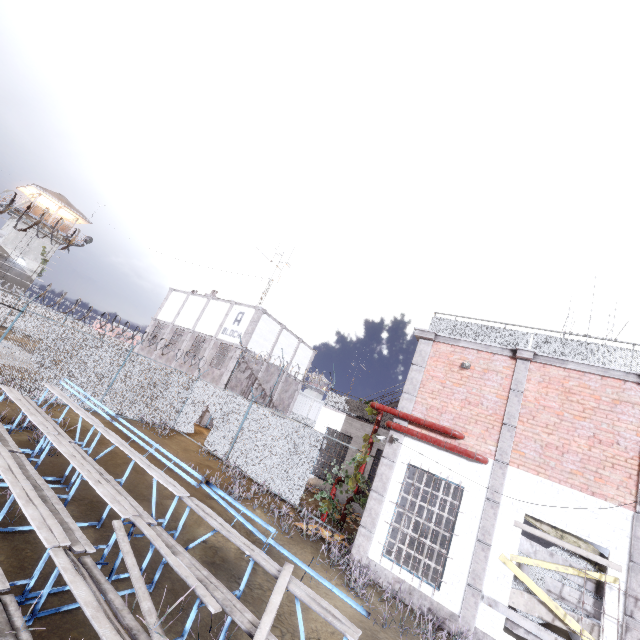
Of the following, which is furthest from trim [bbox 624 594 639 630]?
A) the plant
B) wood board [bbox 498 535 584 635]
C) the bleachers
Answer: the bleachers

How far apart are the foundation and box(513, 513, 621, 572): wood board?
2.5m

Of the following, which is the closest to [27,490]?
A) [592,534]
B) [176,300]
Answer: [592,534]

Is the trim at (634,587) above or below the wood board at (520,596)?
above

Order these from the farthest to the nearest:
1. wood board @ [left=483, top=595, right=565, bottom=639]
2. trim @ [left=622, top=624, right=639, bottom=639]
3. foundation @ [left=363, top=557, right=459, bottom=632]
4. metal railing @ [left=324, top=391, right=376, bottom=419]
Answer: metal railing @ [left=324, top=391, right=376, bottom=419]
foundation @ [left=363, top=557, right=459, bottom=632]
wood board @ [left=483, top=595, right=565, bottom=639]
trim @ [left=622, top=624, right=639, bottom=639]

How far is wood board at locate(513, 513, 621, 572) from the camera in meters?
7.0

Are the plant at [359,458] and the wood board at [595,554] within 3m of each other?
no

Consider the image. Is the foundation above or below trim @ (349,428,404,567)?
below
